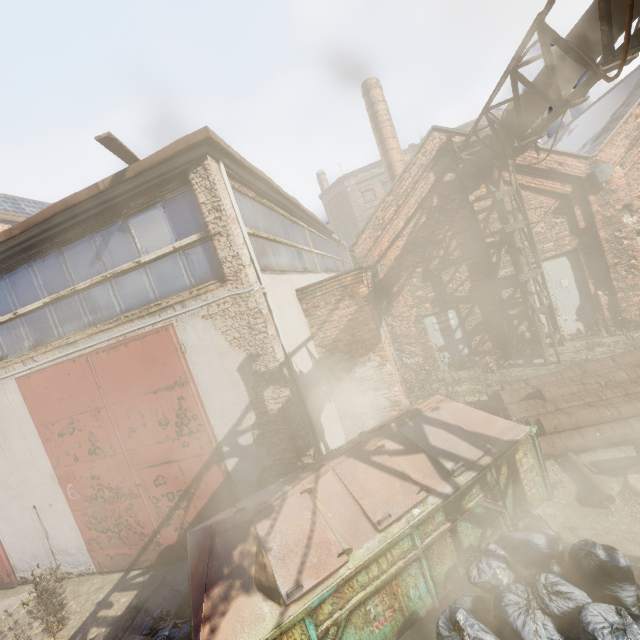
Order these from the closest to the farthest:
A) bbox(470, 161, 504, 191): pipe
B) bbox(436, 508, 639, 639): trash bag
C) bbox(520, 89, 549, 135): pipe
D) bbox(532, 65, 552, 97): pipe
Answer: bbox(436, 508, 639, 639): trash bag < bbox(532, 65, 552, 97): pipe < bbox(520, 89, 549, 135): pipe < bbox(470, 161, 504, 191): pipe

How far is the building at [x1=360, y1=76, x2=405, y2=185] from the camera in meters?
15.5

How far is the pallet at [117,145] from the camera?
4.4 meters

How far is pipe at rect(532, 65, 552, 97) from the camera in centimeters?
506cm

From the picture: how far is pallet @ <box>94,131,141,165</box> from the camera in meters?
4.4 m

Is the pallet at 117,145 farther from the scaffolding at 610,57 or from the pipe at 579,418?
the pipe at 579,418

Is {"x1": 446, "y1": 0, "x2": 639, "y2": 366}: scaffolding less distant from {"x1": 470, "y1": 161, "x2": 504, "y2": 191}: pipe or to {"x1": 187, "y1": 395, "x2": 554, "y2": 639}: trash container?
{"x1": 470, "y1": 161, "x2": 504, "y2": 191}: pipe

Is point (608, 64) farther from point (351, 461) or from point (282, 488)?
point (282, 488)
